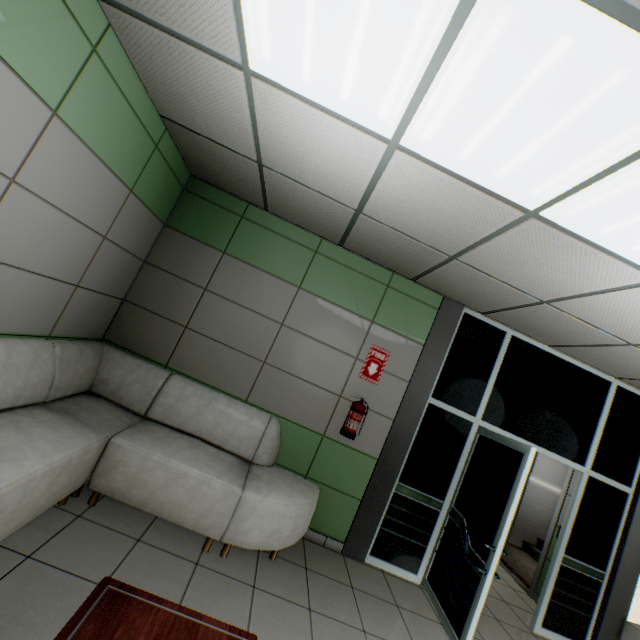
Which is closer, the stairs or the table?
the table

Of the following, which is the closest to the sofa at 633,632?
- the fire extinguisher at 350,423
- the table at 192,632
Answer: the fire extinguisher at 350,423

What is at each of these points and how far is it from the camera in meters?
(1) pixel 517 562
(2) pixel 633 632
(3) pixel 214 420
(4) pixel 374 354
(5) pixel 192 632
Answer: (1) stairs, 6.1 m
(2) sofa, 3.8 m
(3) sofa, 3.4 m
(4) sign, 3.9 m
(5) table, 1.4 m

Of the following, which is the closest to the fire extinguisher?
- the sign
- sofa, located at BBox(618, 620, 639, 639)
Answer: the sign

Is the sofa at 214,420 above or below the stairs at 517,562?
above

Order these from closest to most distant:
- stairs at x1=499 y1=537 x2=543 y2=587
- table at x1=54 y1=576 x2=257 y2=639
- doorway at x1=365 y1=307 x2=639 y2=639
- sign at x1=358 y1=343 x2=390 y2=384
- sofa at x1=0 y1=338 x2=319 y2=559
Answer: table at x1=54 y1=576 x2=257 y2=639, sofa at x1=0 y1=338 x2=319 y2=559, doorway at x1=365 y1=307 x2=639 y2=639, sign at x1=358 y1=343 x2=390 y2=384, stairs at x1=499 y1=537 x2=543 y2=587

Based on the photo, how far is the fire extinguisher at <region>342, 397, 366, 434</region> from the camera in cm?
366

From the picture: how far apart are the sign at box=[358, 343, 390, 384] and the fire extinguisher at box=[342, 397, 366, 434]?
0.3 meters
